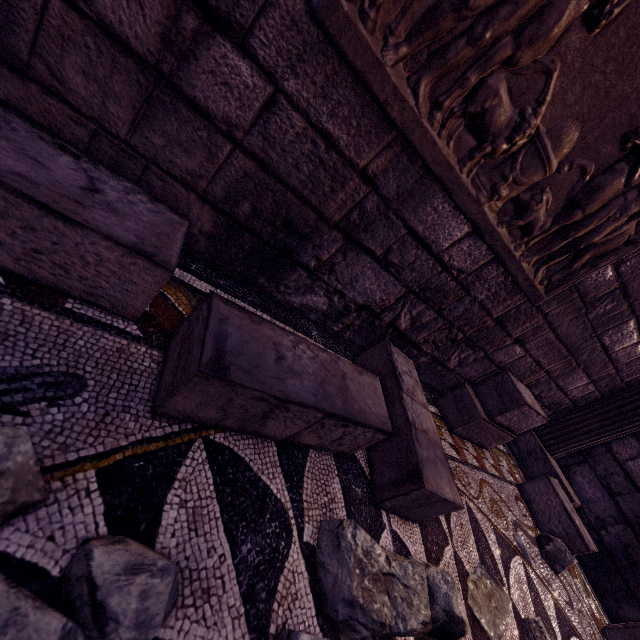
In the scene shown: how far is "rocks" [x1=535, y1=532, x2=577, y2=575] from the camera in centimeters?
231cm

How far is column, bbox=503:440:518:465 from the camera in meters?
3.3

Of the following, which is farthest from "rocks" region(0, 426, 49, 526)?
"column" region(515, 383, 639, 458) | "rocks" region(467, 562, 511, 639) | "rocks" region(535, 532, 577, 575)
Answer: "column" region(515, 383, 639, 458)

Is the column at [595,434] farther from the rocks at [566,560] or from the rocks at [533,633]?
the rocks at [533,633]

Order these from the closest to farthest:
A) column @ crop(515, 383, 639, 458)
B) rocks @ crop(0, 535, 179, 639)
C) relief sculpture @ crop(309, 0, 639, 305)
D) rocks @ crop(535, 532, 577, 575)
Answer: rocks @ crop(0, 535, 179, 639) → relief sculpture @ crop(309, 0, 639, 305) → rocks @ crop(535, 532, 577, 575) → column @ crop(515, 383, 639, 458)

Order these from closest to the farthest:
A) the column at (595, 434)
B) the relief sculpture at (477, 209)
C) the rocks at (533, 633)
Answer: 1. the relief sculpture at (477, 209)
2. the rocks at (533, 633)
3. the column at (595, 434)

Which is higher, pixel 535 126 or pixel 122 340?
pixel 535 126
